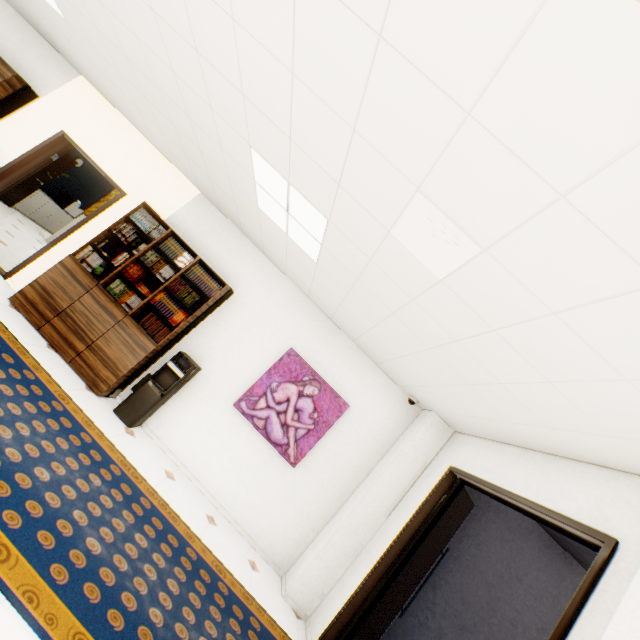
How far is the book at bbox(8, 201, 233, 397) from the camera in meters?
4.2

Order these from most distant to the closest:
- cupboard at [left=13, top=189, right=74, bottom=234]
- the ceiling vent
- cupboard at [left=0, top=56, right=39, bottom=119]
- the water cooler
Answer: cupboard at [left=13, top=189, right=74, bottom=234] → cupboard at [left=0, top=56, right=39, bottom=119] → the water cooler → the ceiling vent

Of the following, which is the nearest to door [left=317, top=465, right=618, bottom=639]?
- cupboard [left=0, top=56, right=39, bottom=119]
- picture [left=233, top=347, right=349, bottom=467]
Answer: picture [left=233, top=347, right=349, bottom=467]

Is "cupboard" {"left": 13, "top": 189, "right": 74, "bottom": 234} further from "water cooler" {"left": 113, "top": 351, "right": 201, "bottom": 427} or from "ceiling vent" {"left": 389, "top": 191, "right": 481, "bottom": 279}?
"ceiling vent" {"left": 389, "top": 191, "right": 481, "bottom": 279}

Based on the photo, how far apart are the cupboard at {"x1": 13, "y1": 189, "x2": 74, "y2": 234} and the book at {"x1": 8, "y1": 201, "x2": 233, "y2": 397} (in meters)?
6.09

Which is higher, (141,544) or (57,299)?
(57,299)

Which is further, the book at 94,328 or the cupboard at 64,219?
the cupboard at 64,219

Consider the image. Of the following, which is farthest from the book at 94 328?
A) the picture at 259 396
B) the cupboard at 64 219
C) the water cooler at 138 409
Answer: the cupboard at 64 219
